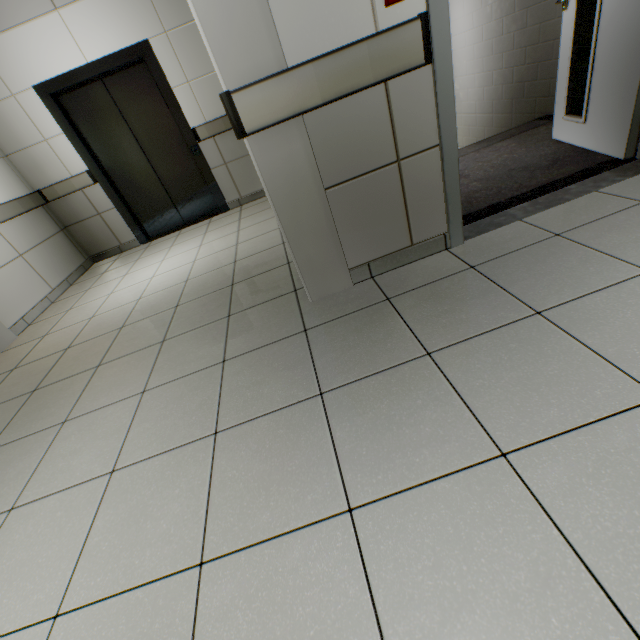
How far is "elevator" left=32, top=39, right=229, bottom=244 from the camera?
3.8 meters

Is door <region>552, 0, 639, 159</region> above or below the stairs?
above

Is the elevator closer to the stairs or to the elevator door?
the elevator door

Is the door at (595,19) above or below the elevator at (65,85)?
below

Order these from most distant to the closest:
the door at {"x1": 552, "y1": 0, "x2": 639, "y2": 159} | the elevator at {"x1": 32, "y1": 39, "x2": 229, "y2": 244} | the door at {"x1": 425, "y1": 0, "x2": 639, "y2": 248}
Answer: the elevator at {"x1": 32, "y1": 39, "x2": 229, "y2": 244} < the door at {"x1": 552, "y1": 0, "x2": 639, "y2": 159} < the door at {"x1": 425, "y1": 0, "x2": 639, "y2": 248}

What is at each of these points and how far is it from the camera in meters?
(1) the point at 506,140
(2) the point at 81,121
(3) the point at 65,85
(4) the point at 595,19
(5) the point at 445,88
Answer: (1) stairs, 3.4 m
(2) elevator door, 4.2 m
(3) elevator, 3.9 m
(4) door, 2.2 m
(5) door, 1.5 m

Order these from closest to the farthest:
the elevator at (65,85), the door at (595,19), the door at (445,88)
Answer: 1. the door at (445,88)
2. the door at (595,19)
3. the elevator at (65,85)

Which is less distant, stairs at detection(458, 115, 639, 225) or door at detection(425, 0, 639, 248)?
door at detection(425, 0, 639, 248)
